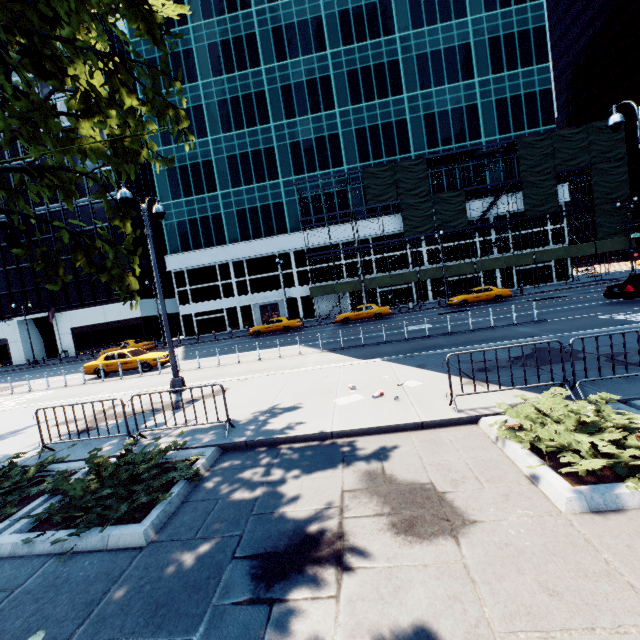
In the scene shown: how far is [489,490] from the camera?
4.1 meters

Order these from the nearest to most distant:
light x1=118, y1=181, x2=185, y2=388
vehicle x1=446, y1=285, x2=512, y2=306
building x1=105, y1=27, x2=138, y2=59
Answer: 1. light x1=118, y1=181, x2=185, y2=388
2. vehicle x1=446, y1=285, x2=512, y2=306
3. building x1=105, y1=27, x2=138, y2=59

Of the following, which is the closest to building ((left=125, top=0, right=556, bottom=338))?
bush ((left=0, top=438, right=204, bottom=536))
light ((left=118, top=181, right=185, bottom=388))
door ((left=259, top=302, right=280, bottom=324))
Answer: door ((left=259, top=302, right=280, bottom=324))

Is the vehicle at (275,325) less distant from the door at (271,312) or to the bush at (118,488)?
the door at (271,312)

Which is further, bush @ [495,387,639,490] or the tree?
the tree

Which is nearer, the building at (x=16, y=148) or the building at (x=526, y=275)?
the building at (x=526, y=275)

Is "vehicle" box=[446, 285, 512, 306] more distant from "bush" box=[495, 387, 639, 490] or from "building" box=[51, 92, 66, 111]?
"building" box=[51, 92, 66, 111]

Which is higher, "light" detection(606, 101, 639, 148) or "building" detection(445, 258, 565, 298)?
"light" detection(606, 101, 639, 148)
